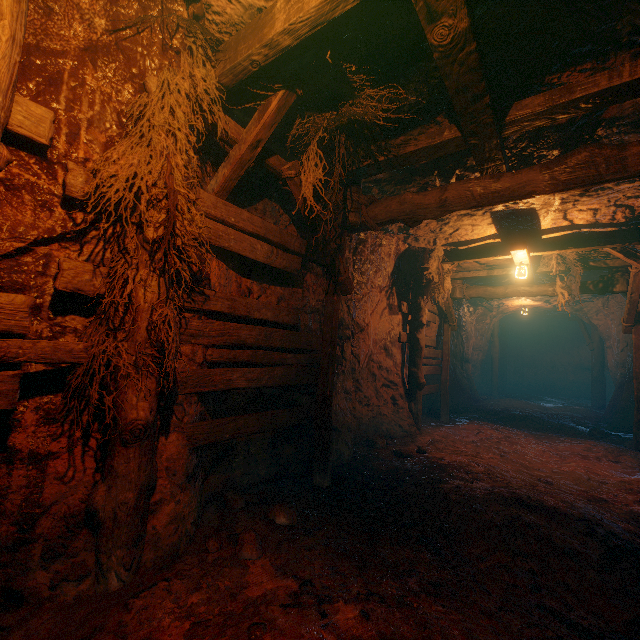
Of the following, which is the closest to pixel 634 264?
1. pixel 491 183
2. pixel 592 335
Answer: pixel 491 183

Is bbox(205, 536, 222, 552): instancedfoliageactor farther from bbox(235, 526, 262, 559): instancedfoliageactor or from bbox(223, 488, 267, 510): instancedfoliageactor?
bbox(223, 488, 267, 510): instancedfoliageactor

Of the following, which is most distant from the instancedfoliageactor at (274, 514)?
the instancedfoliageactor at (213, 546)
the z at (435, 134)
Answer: the instancedfoliageactor at (213, 546)

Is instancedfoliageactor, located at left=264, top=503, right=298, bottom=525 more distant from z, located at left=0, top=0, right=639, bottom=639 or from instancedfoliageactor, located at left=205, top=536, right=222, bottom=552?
instancedfoliageactor, located at left=205, top=536, right=222, bottom=552

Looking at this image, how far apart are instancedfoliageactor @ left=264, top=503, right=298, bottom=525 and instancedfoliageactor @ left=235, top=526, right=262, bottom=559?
0.4 meters

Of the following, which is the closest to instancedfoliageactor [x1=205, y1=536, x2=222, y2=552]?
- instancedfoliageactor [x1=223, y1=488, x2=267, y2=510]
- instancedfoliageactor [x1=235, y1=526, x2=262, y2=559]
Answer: instancedfoliageactor [x1=235, y1=526, x2=262, y2=559]

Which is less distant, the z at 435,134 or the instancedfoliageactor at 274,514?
the z at 435,134

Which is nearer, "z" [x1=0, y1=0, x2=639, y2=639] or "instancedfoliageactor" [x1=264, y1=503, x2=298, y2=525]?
"z" [x1=0, y1=0, x2=639, y2=639]
